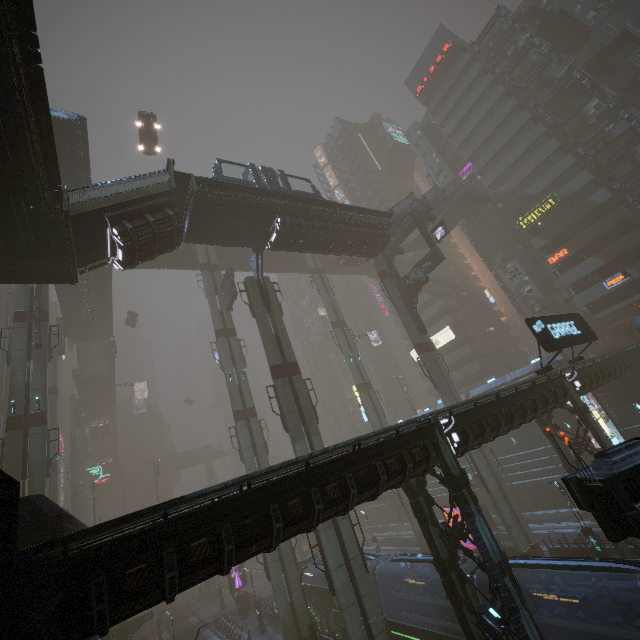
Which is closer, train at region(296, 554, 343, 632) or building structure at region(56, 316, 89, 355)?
train at region(296, 554, 343, 632)

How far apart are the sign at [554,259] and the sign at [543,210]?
4.3m

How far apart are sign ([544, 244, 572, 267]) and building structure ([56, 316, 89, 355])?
62.20m

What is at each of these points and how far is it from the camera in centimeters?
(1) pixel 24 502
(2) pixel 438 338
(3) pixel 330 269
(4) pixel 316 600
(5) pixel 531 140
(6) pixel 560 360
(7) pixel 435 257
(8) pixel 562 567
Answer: (1) building, 1073cm
(2) sign, 5697cm
(3) bridge, 5616cm
(4) train, 2786cm
(5) building, 4203cm
(6) building, 3284cm
(7) building structure, 3059cm
(8) train, 1310cm

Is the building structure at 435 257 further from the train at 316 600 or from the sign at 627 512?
the sign at 627 512

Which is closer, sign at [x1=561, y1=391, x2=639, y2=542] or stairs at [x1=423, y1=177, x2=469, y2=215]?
sign at [x1=561, y1=391, x2=639, y2=542]

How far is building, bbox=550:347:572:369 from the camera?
32.8 meters

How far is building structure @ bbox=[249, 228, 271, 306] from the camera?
24.6 meters
